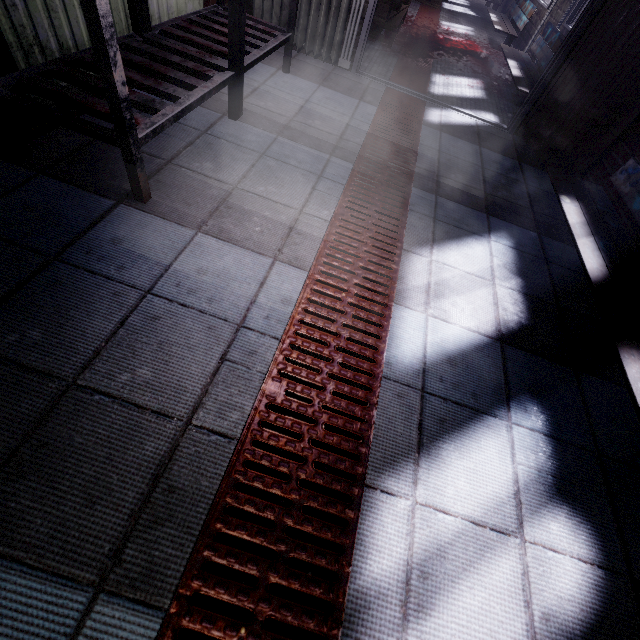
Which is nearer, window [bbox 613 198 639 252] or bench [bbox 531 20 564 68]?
window [bbox 613 198 639 252]

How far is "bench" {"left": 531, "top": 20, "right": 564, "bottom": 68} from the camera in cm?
361

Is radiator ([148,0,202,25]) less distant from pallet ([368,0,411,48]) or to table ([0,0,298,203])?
table ([0,0,298,203])

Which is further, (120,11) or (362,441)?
(120,11)

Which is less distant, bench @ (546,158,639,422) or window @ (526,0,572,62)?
bench @ (546,158,639,422)

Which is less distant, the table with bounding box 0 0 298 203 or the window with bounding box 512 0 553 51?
the table with bounding box 0 0 298 203

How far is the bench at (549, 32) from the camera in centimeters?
361cm

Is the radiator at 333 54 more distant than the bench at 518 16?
No
